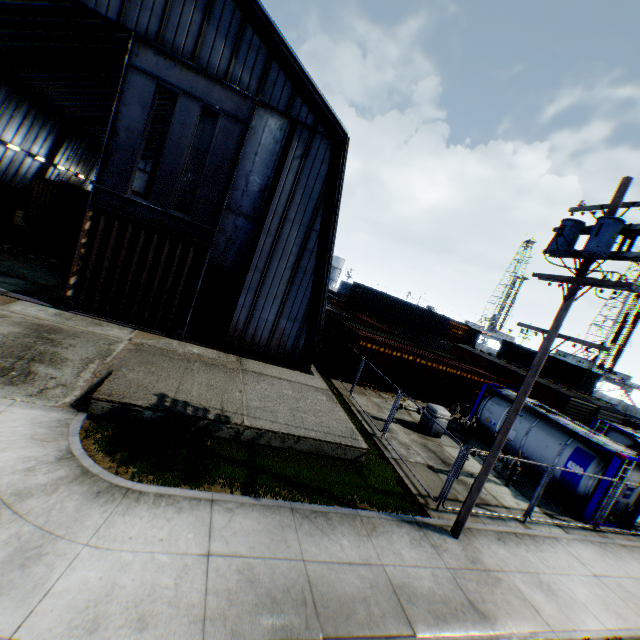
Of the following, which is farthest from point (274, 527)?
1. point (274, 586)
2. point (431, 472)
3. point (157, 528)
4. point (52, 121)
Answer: point (52, 121)

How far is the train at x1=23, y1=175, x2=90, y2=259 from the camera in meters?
17.6

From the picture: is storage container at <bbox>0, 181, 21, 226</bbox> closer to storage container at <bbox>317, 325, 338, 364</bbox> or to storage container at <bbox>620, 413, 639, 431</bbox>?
storage container at <bbox>317, 325, 338, 364</bbox>

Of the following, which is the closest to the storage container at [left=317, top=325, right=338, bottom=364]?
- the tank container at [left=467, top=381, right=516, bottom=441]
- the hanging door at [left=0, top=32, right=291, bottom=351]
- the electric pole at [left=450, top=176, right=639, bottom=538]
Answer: the tank container at [left=467, top=381, right=516, bottom=441]

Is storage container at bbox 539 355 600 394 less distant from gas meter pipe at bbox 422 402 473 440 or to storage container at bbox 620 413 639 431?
→ storage container at bbox 620 413 639 431

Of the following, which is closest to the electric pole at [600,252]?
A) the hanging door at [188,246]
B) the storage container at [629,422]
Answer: the hanging door at [188,246]

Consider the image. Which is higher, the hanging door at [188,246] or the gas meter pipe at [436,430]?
the hanging door at [188,246]

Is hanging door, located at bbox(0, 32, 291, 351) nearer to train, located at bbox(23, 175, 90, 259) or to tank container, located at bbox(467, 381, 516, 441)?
train, located at bbox(23, 175, 90, 259)
